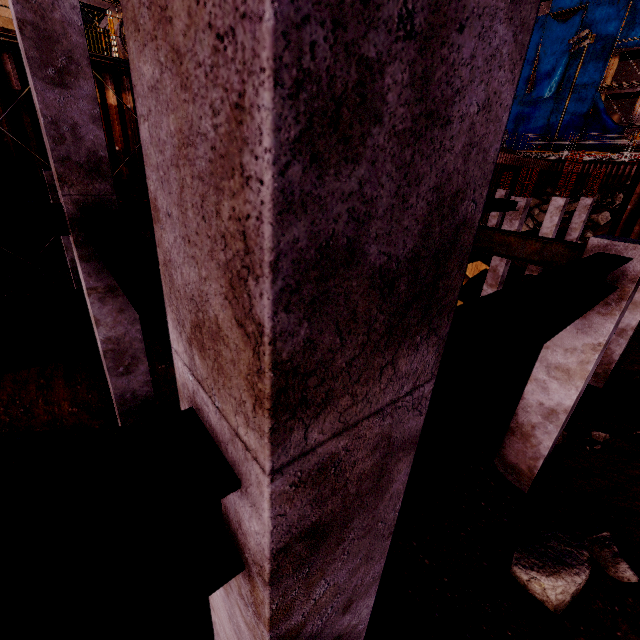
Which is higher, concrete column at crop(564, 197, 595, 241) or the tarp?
the tarp

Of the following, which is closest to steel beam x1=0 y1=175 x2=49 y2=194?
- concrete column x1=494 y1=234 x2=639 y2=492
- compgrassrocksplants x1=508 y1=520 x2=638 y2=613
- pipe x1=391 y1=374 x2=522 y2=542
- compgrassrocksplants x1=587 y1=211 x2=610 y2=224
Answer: pipe x1=391 y1=374 x2=522 y2=542

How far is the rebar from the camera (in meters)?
6.03

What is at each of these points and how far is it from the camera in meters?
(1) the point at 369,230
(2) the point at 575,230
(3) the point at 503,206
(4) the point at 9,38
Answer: (1) concrete column, 0.6
(2) concrete column, 19.8
(3) steel beam, 12.5
(4) scaffolding, 8.6

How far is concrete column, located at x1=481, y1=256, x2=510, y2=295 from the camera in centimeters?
1424cm

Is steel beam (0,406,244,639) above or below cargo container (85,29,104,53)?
below

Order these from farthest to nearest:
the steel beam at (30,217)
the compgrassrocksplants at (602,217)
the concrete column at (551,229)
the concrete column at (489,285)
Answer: the compgrassrocksplants at (602,217), the concrete column at (551,229), the concrete column at (489,285), the steel beam at (30,217)

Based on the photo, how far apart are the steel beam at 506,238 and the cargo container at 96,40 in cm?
3252
